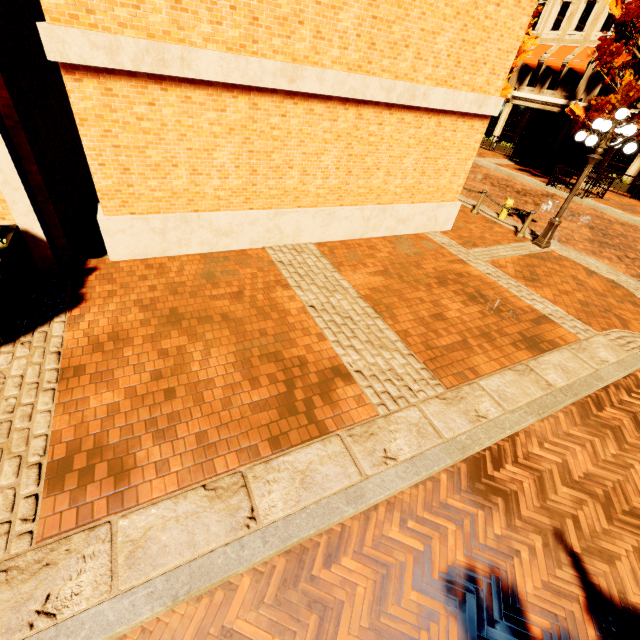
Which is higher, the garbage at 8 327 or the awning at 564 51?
the awning at 564 51

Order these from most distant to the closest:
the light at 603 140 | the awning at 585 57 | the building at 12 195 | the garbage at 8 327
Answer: the awning at 585 57, the light at 603 140, the building at 12 195, the garbage at 8 327

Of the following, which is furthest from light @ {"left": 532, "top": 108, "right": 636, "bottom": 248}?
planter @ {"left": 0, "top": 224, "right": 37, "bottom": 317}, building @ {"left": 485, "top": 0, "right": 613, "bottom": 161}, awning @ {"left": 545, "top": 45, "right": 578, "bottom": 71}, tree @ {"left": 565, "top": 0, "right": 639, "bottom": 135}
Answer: awning @ {"left": 545, "top": 45, "right": 578, "bottom": 71}

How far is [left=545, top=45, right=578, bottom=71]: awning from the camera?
20.2m

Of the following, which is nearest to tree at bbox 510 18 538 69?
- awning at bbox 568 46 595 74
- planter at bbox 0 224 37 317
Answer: awning at bbox 568 46 595 74

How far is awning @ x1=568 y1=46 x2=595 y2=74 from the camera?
19.2m

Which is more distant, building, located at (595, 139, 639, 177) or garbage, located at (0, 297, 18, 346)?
building, located at (595, 139, 639, 177)

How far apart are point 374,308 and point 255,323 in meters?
2.4 m
